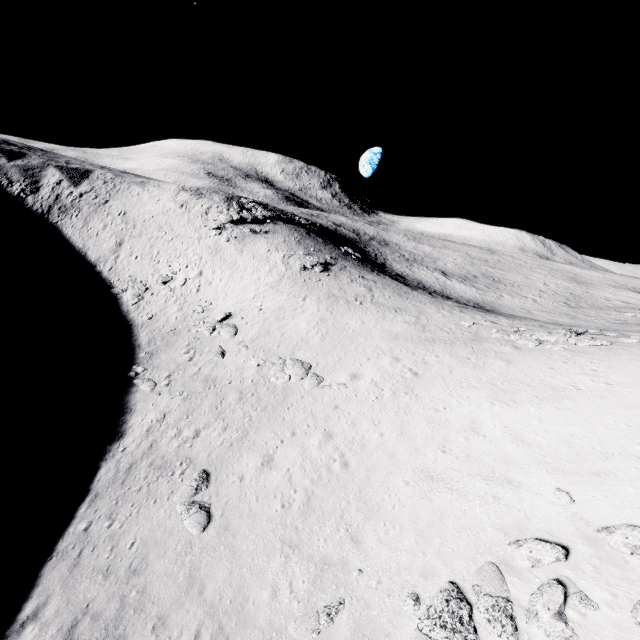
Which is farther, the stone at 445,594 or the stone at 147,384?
the stone at 147,384

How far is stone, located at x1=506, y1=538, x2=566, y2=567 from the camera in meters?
8.6

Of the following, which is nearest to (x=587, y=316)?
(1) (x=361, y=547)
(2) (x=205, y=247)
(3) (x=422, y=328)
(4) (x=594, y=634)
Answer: (3) (x=422, y=328)

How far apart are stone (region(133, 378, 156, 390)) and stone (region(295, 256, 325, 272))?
19.4m

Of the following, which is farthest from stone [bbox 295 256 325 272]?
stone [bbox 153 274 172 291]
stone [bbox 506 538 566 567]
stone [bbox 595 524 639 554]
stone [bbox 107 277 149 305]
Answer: Answer: stone [bbox 595 524 639 554]

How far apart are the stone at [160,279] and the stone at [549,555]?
32.8 meters

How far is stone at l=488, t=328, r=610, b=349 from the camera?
19.2 meters

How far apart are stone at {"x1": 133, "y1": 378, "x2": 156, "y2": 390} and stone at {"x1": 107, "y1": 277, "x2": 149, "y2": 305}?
10.96m
